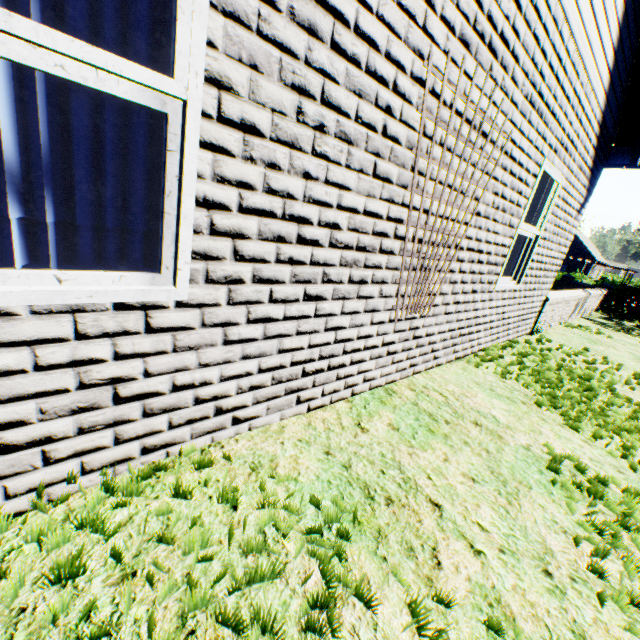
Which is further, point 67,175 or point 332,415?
point 332,415

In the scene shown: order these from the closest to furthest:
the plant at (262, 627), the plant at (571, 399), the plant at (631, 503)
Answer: the plant at (262, 627) → the plant at (631, 503) → the plant at (571, 399)

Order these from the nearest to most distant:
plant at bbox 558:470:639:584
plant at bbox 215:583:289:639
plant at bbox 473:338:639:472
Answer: plant at bbox 215:583:289:639 → plant at bbox 558:470:639:584 → plant at bbox 473:338:639:472

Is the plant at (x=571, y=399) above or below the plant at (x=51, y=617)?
below

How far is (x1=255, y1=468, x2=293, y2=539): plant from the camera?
1.19m

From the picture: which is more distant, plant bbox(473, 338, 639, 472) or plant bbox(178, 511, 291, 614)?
plant bbox(473, 338, 639, 472)
